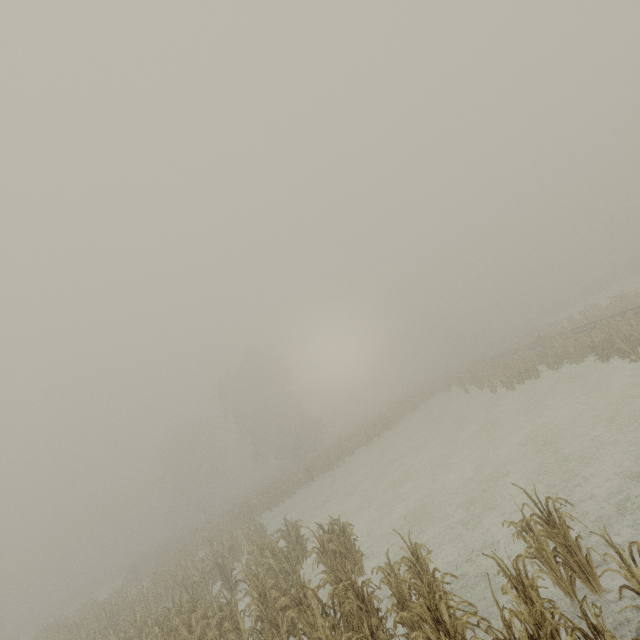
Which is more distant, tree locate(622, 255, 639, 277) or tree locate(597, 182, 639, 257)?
tree locate(597, 182, 639, 257)

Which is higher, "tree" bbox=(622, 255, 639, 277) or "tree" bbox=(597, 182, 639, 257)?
"tree" bbox=(597, 182, 639, 257)

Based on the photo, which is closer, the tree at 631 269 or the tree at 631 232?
the tree at 631 269

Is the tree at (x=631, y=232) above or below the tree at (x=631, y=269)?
above

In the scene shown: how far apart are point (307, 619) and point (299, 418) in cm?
4309
